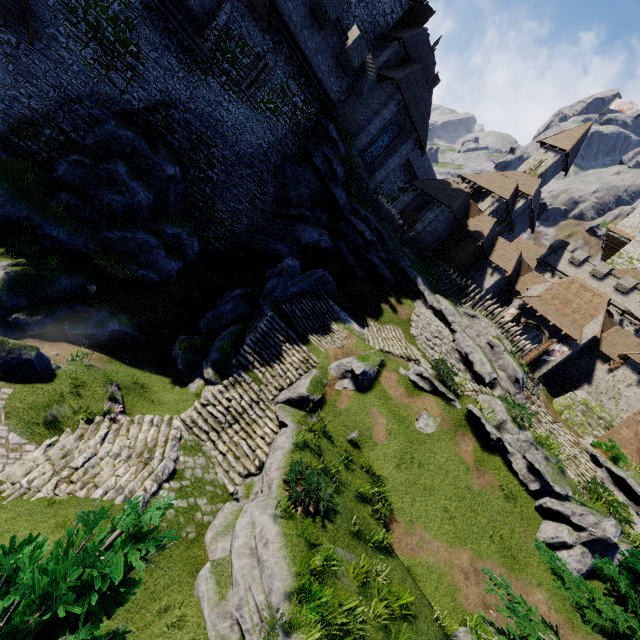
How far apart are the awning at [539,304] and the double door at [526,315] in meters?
0.5 m

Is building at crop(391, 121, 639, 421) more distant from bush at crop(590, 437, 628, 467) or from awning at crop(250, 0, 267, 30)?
awning at crop(250, 0, 267, 30)

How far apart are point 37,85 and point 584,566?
33.20m

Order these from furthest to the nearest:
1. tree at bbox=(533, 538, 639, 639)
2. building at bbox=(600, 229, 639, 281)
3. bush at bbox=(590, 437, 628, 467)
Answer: building at bbox=(600, 229, 639, 281) → bush at bbox=(590, 437, 628, 467) → tree at bbox=(533, 538, 639, 639)

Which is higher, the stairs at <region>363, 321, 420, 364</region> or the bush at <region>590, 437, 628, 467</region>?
the bush at <region>590, 437, 628, 467</region>

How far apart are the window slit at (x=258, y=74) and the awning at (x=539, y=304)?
26.96m

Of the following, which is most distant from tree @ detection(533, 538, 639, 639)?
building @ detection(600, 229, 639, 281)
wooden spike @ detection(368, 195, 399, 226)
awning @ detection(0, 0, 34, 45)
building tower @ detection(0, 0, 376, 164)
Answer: building @ detection(600, 229, 639, 281)

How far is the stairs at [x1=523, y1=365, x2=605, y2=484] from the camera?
18.91m
